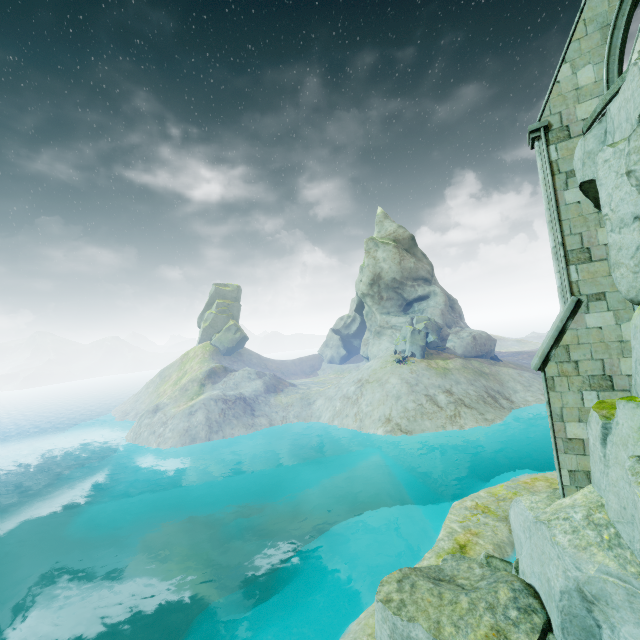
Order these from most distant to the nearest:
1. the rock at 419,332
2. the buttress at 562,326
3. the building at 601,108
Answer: the rock at 419,332
the buttress at 562,326
the building at 601,108

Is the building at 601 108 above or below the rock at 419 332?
above

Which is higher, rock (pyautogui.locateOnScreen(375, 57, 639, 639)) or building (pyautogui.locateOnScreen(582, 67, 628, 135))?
building (pyautogui.locateOnScreen(582, 67, 628, 135))

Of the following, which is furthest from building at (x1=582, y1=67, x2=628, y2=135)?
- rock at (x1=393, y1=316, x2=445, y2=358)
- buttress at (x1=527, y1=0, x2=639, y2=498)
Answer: rock at (x1=393, y1=316, x2=445, y2=358)

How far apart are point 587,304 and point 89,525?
Answer: 39.58m

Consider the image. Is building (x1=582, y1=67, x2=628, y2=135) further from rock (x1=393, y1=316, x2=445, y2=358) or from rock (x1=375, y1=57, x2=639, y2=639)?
rock (x1=393, y1=316, x2=445, y2=358)

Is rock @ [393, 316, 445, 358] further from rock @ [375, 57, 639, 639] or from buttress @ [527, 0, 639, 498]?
buttress @ [527, 0, 639, 498]
